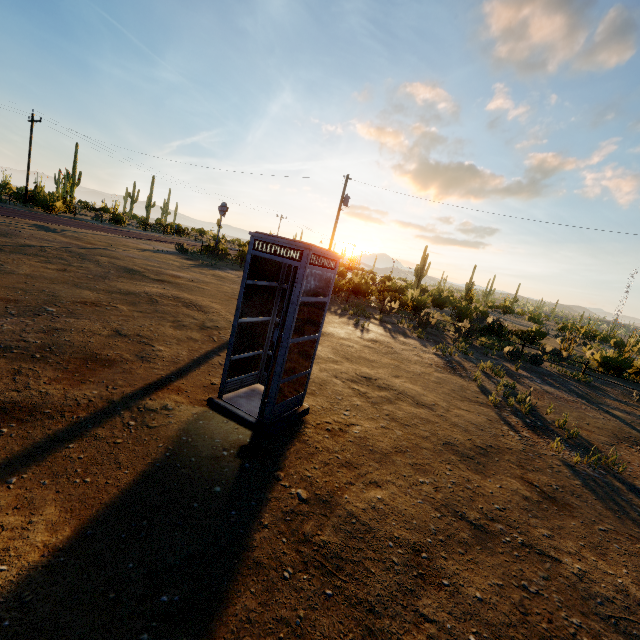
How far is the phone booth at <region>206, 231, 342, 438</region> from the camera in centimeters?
429cm

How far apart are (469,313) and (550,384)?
23.0m

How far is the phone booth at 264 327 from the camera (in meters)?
4.29
